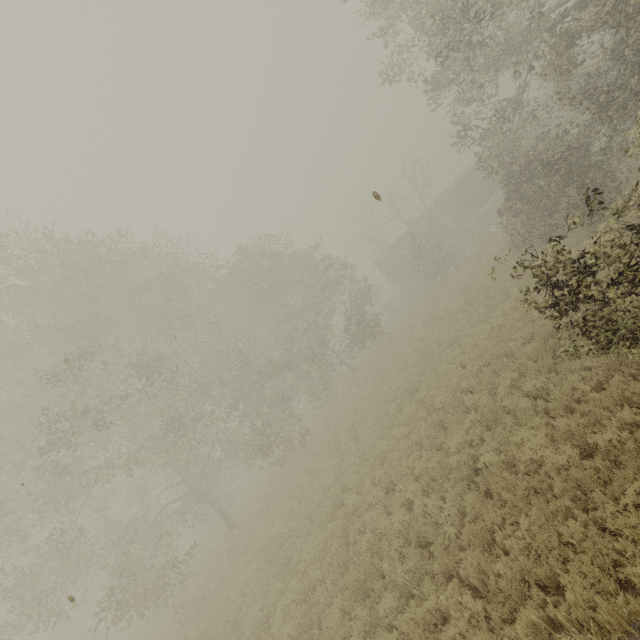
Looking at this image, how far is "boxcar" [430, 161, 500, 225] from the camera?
33.0m

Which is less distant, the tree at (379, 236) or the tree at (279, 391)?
the tree at (279, 391)

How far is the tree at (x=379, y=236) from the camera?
28.0 meters

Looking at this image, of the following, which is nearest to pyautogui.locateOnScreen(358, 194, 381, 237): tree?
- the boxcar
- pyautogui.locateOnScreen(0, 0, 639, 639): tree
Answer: the boxcar

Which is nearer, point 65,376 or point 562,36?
point 562,36

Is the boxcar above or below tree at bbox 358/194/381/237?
below

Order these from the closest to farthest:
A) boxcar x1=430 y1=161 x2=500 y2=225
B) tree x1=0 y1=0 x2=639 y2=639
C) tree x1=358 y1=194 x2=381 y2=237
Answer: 1. tree x1=0 y1=0 x2=639 y2=639
2. tree x1=358 y1=194 x2=381 y2=237
3. boxcar x1=430 y1=161 x2=500 y2=225
